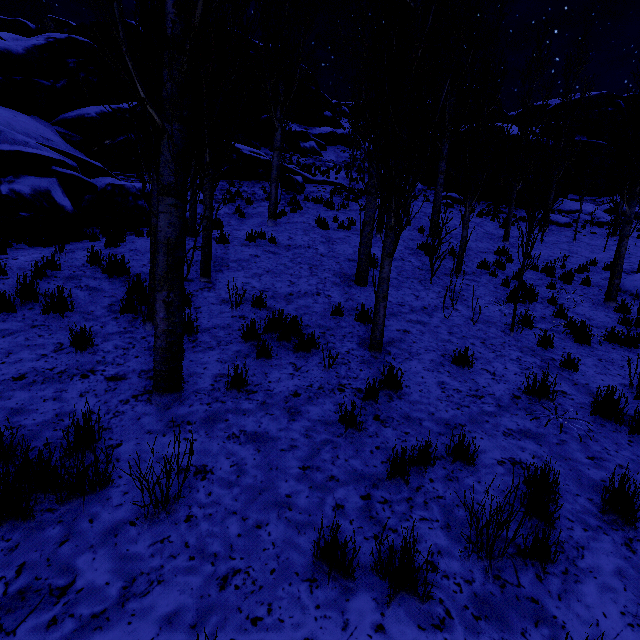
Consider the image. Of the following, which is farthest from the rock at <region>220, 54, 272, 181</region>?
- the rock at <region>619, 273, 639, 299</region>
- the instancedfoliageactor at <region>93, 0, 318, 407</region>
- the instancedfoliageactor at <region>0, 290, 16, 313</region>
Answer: the rock at <region>619, 273, 639, 299</region>

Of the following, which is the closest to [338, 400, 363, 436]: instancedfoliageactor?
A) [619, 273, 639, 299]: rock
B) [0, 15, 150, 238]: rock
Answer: [0, 15, 150, 238]: rock

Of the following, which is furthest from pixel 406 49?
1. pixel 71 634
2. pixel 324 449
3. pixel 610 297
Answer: pixel 610 297

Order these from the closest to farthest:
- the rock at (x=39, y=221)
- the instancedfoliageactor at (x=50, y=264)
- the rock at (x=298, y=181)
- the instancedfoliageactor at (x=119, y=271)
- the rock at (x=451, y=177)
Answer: the instancedfoliageactor at (x=50, y=264) → the instancedfoliageactor at (x=119, y=271) → the rock at (x=39, y=221) → the rock at (x=298, y=181) → the rock at (x=451, y=177)

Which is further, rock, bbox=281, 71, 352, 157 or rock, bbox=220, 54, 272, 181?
rock, bbox=281, 71, 352, 157

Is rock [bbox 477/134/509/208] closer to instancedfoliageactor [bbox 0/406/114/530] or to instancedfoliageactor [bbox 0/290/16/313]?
instancedfoliageactor [bbox 0/406/114/530]

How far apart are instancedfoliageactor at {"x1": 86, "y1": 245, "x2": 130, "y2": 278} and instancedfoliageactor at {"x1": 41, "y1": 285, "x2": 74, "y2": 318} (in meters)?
1.27

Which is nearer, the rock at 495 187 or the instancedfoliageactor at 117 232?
the instancedfoliageactor at 117 232
